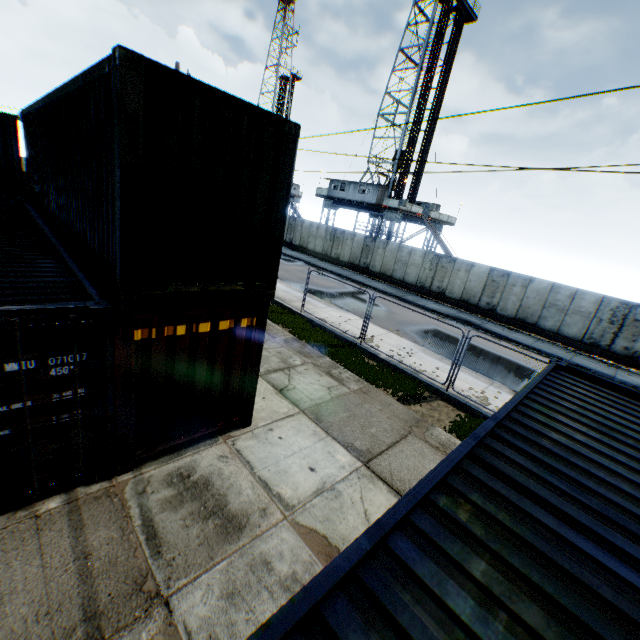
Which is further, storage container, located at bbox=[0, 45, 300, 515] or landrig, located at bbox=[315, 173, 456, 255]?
landrig, located at bbox=[315, 173, 456, 255]

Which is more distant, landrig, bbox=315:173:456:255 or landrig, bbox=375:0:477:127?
landrig, bbox=315:173:456:255

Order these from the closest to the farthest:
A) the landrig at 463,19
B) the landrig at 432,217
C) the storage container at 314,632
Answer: the storage container at 314,632, the landrig at 463,19, the landrig at 432,217

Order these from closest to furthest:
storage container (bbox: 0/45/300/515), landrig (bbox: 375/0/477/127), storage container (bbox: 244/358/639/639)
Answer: storage container (bbox: 244/358/639/639)
storage container (bbox: 0/45/300/515)
landrig (bbox: 375/0/477/127)

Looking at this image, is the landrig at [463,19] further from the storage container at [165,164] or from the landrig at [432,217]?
the storage container at [165,164]

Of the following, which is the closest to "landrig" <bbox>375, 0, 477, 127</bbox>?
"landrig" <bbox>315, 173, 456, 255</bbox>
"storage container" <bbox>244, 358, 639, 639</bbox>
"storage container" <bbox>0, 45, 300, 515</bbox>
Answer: "landrig" <bbox>315, 173, 456, 255</bbox>

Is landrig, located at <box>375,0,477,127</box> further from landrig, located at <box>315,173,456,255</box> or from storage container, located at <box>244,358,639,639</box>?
storage container, located at <box>244,358,639,639</box>

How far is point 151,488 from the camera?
5.3m
